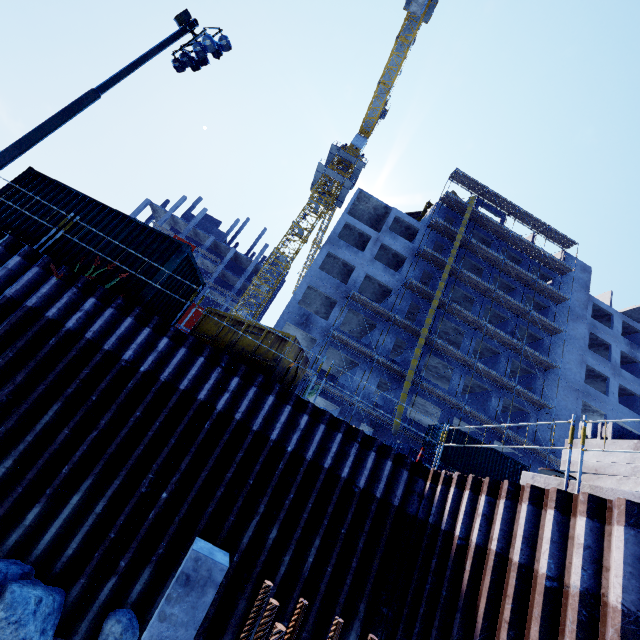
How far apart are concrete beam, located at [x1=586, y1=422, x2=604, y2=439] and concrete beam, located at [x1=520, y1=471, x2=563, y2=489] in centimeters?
270cm

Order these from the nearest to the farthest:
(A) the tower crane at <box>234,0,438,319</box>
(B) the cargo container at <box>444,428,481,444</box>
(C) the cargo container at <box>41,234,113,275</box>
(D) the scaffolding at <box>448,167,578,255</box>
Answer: (C) the cargo container at <box>41,234,113,275</box>
(B) the cargo container at <box>444,428,481,444</box>
(D) the scaffolding at <box>448,167,578,255</box>
(A) the tower crane at <box>234,0,438,319</box>

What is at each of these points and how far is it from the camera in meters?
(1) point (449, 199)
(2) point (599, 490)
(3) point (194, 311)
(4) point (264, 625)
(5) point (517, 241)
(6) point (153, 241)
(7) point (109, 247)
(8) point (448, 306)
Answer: (1) scaffolding, 33.7
(2) concrete beam, 5.3
(3) scaffolding, 46.3
(4) rebar, 1.0
(5) scaffolding, 34.2
(6) cargo container, 9.9
(7) cargo container, 9.7
(8) scaffolding, 29.0

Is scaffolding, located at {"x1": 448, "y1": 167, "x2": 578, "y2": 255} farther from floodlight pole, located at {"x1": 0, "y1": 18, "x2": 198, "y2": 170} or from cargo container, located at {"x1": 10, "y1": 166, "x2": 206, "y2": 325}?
floodlight pole, located at {"x1": 0, "y1": 18, "x2": 198, "y2": 170}

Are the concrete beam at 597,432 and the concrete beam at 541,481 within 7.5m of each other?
yes

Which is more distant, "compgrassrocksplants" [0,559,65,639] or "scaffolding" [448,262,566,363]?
"scaffolding" [448,262,566,363]

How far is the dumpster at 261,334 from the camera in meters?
9.7

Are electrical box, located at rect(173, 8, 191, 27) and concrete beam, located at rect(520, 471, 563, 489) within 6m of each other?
no
